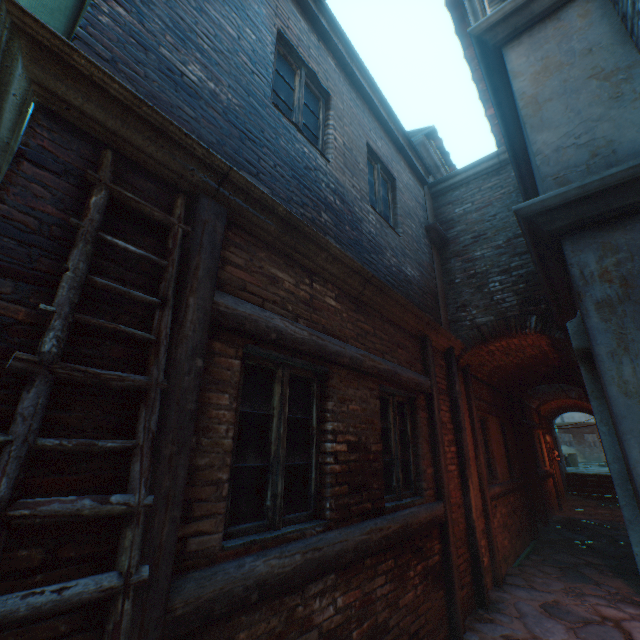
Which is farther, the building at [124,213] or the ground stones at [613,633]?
the ground stones at [613,633]

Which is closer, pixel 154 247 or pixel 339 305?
pixel 154 247

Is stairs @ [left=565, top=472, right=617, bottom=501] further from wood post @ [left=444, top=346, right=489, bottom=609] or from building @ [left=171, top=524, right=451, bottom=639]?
wood post @ [left=444, top=346, right=489, bottom=609]

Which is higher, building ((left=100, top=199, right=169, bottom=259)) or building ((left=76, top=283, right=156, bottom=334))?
building ((left=100, top=199, right=169, bottom=259))

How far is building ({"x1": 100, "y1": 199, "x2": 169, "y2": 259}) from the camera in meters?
1.8 m

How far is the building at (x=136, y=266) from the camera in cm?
175

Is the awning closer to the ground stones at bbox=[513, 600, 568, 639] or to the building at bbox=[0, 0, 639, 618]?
the building at bbox=[0, 0, 639, 618]

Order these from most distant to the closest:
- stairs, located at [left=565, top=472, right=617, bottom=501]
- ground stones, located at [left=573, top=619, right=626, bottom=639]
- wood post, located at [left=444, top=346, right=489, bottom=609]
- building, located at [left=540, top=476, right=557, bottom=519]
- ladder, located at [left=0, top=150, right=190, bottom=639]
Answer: stairs, located at [left=565, top=472, right=617, bottom=501] < building, located at [left=540, top=476, right=557, bottom=519] < wood post, located at [left=444, top=346, right=489, bottom=609] < ground stones, located at [left=573, top=619, right=626, bottom=639] < ladder, located at [left=0, top=150, right=190, bottom=639]
